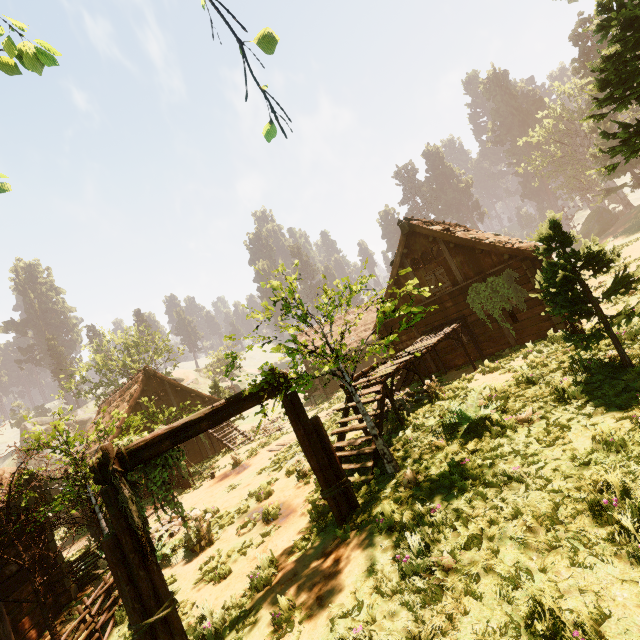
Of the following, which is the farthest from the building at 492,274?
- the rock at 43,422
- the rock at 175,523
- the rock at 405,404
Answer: the rock at 43,422

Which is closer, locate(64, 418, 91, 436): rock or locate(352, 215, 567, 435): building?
locate(352, 215, 567, 435): building

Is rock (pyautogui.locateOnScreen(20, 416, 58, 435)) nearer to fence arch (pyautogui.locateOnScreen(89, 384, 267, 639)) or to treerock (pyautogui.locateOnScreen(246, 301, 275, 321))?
treerock (pyautogui.locateOnScreen(246, 301, 275, 321))

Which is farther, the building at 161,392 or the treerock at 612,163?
the building at 161,392

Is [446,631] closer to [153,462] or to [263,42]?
[153,462]

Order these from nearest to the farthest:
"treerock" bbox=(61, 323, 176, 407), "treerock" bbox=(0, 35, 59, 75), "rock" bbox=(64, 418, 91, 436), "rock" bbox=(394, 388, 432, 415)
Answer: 1. "treerock" bbox=(0, 35, 59, 75)
2. "rock" bbox=(394, 388, 432, 415)
3. "treerock" bbox=(61, 323, 176, 407)
4. "rock" bbox=(64, 418, 91, 436)

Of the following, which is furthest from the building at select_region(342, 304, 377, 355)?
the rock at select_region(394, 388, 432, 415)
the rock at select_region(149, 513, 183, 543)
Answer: the rock at select_region(149, 513, 183, 543)

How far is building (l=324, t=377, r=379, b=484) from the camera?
8.0 meters
